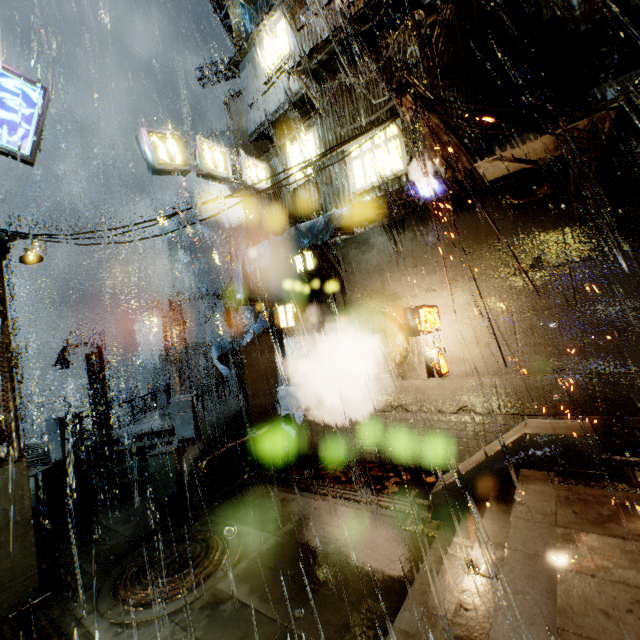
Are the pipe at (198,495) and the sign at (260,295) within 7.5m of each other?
yes

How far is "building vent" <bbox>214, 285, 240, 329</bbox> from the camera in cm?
2039

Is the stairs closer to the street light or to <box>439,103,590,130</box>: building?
<box>439,103,590,130</box>: building

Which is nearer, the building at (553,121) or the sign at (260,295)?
the building at (553,121)

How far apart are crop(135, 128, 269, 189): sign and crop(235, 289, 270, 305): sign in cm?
453

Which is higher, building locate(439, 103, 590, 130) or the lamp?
building locate(439, 103, 590, 130)

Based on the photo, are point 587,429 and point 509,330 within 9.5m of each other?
yes

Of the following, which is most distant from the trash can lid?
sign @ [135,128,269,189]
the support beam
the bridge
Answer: sign @ [135,128,269,189]
